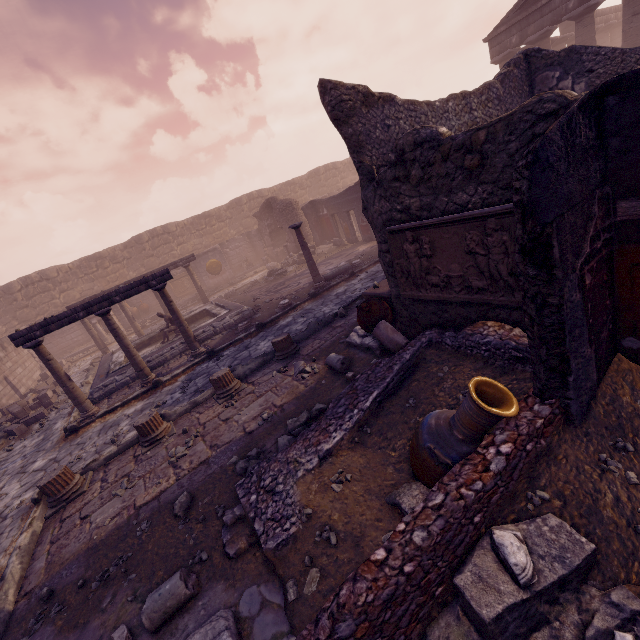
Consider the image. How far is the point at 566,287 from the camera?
2.3 meters

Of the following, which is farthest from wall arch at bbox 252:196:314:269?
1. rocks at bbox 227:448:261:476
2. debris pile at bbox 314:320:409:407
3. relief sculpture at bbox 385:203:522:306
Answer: rocks at bbox 227:448:261:476

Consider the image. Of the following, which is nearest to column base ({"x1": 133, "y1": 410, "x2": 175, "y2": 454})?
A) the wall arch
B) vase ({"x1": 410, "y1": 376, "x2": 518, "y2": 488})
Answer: vase ({"x1": 410, "y1": 376, "x2": 518, "y2": 488})

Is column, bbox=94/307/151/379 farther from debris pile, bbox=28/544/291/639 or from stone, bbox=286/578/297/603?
stone, bbox=286/578/297/603

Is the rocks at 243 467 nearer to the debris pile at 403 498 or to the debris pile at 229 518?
the debris pile at 229 518

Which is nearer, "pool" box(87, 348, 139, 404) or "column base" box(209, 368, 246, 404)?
"column base" box(209, 368, 246, 404)

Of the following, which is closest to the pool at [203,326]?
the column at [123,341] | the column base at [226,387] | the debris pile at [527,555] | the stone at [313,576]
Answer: the column at [123,341]

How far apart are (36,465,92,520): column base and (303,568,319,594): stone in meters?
4.8 m
